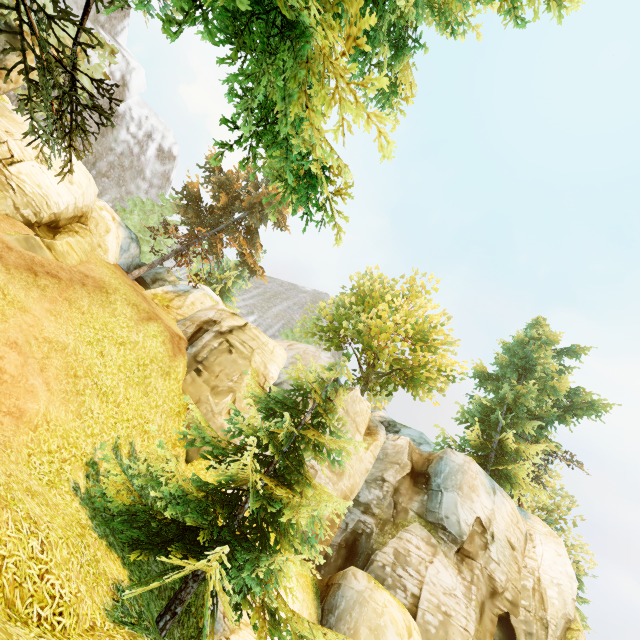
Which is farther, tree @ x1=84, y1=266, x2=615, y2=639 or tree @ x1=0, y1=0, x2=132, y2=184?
tree @ x1=84, y1=266, x2=615, y2=639

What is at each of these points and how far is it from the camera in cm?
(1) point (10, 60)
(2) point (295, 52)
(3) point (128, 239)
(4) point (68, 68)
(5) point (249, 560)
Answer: (1) rock, 1237
(2) tree, 250
(3) rock, 2153
(4) tree, 238
(5) tree, 764

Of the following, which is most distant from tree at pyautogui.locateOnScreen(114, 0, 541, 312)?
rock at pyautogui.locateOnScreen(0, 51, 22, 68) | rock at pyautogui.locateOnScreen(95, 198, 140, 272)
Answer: rock at pyautogui.locateOnScreen(0, 51, 22, 68)

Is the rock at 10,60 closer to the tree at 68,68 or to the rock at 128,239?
the tree at 68,68

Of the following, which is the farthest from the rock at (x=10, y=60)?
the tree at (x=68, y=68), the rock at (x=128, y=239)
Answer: the rock at (x=128, y=239)

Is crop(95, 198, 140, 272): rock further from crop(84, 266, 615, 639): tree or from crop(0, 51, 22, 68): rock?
crop(0, 51, 22, 68): rock
